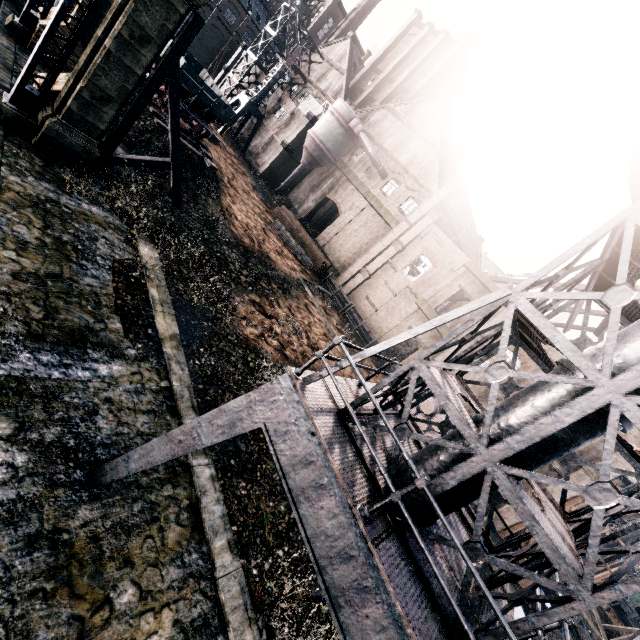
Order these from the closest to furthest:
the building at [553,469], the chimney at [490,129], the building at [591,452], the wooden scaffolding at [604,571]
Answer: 1. the building at [591,452]
2. the building at [553,469]
3. the wooden scaffolding at [604,571]
4. the chimney at [490,129]

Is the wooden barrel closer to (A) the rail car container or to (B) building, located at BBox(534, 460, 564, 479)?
(B) building, located at BBox(534, 460, 564, 479)

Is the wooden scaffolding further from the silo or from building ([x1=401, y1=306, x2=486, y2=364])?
the silo

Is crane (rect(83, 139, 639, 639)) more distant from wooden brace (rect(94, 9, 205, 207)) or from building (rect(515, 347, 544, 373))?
wooden brace (rect(94, 9, 205, 207))

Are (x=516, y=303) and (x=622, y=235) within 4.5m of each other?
yes

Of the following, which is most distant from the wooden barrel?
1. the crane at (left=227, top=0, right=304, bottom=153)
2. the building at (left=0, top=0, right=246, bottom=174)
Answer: the crane at (left=227, top=0, right=304, bottom=153)

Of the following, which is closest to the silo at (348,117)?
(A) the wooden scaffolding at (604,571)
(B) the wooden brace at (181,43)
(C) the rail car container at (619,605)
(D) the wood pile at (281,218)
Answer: (D) the wood pile at (281,218)

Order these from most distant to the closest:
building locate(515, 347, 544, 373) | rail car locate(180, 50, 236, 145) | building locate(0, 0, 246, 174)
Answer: building locate(515, 347, 544, 373), rail car locate(180, 50, 236, 145), building locate(0, 0, 246, 174)
